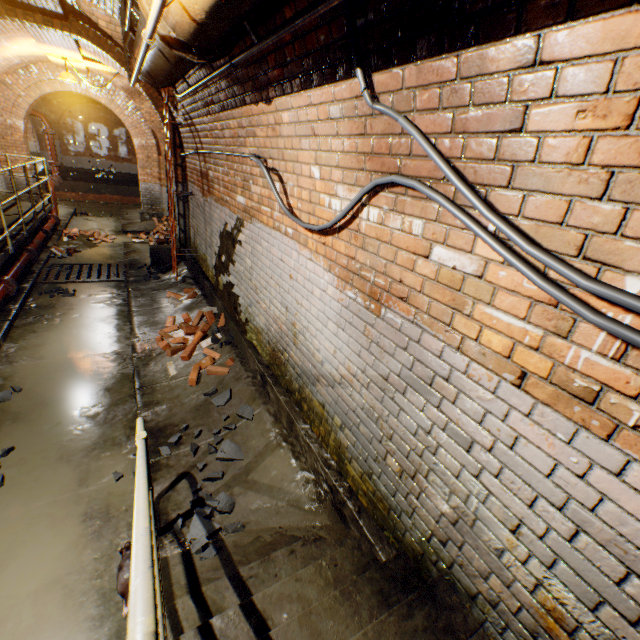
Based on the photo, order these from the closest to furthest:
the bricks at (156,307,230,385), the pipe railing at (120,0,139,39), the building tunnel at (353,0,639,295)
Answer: the building tunnel at (353,0,639,295), the pipe railing at (120,0,139,39), the bricks at (156,307,230,385)

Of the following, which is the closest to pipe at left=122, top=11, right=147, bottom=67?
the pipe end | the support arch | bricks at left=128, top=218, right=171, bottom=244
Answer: the pipe end

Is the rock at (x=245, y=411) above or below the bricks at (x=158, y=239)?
below

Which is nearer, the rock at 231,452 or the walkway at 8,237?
the rock at 231,452

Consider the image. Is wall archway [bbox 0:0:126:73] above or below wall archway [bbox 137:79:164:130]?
above

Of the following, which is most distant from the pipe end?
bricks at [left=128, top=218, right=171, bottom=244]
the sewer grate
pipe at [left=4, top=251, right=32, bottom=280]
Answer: bricks at [left=128, top=218, right=171, bottom=244]

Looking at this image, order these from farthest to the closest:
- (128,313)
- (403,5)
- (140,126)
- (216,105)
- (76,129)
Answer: (76,129)
(140,126)
(128,313)
(216,105)
(403,5)

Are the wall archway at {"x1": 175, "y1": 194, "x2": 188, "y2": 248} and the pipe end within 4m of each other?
no
